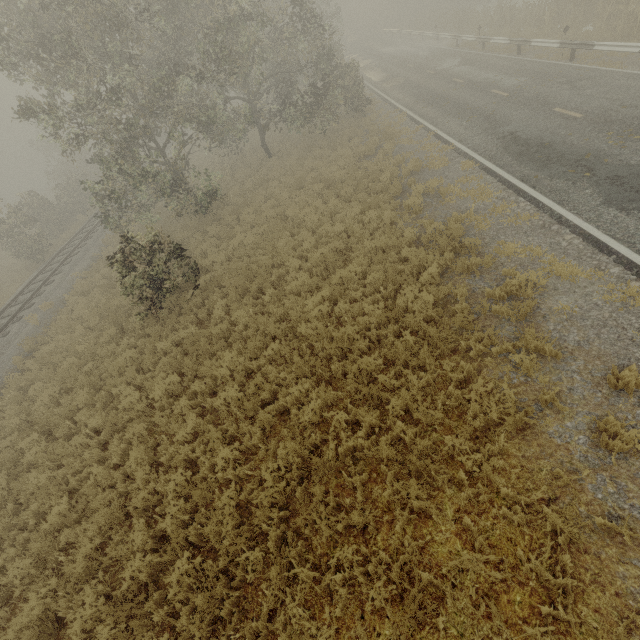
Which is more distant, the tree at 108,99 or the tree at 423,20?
the tree at 423,20

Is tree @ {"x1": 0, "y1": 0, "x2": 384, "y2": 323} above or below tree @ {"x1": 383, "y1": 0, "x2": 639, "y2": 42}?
above

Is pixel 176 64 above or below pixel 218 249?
above

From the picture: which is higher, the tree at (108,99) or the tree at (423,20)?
the tree at (108,99)

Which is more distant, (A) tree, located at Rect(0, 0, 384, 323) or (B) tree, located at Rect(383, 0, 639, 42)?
(B) tree, located at Rect(383, 0, 639, 42)
